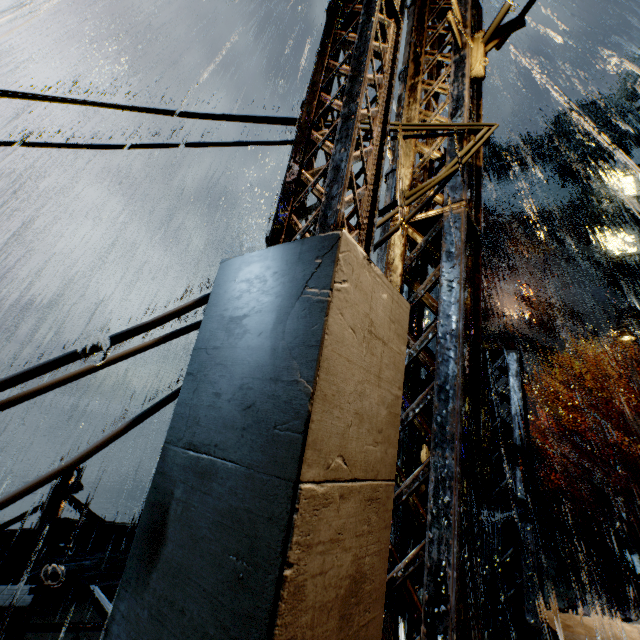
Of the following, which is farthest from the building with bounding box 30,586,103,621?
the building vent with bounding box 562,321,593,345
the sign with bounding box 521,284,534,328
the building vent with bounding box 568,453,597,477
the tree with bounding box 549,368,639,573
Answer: the tree with bounding box 549,368,639,573

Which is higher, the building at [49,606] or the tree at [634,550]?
the tree at [634,550]

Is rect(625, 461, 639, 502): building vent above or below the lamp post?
below

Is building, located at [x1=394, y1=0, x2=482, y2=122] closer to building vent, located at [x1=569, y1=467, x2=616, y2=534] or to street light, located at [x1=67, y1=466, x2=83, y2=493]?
street light, located at [x1=67, y1=466, x2=83, y2=493]

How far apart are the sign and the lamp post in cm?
4159

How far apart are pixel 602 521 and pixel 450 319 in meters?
37.2 m

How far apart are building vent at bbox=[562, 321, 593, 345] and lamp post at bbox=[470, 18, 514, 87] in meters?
43.8 m

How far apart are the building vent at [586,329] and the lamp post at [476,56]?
43.8 meters
